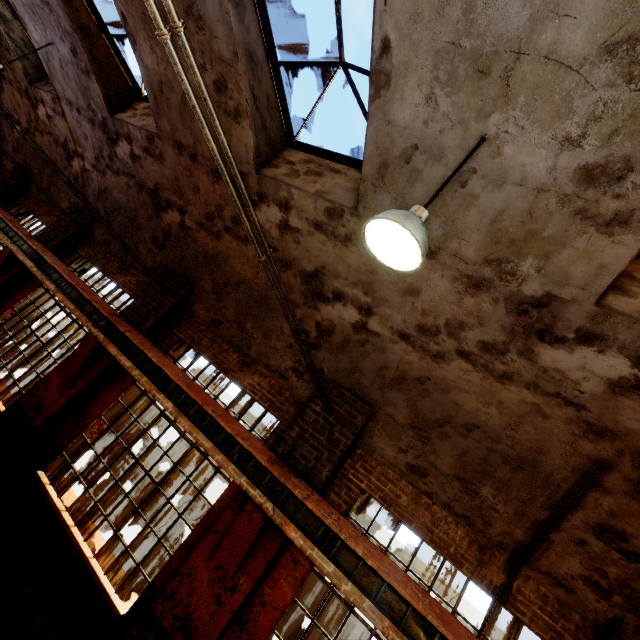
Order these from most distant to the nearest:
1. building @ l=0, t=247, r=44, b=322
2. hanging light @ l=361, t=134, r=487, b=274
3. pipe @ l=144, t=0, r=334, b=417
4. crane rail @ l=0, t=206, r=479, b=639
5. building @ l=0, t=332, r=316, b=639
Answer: building @ l=0, t=247, r=44, b=322, building @ l=0, t=332, r=316, b=639, crane rail @ l=0, t=206, r=479, b=639, hanging light @ l=361, t=134, r=487, b=274, pipe @ l=144, t=0, r=334, b=417

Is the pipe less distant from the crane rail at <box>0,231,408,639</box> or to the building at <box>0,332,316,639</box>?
the building at <box>0,332,316,639</box>

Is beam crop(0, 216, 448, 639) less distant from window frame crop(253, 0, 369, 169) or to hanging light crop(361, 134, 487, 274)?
hanging light crop(361, 134, 487, 274)

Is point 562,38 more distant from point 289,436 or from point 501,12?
point 289,436

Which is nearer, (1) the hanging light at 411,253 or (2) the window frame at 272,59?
(1) the hanging light at 411,253

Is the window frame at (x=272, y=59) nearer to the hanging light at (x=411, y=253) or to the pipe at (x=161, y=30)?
the hanging light at (x=411, y=253)

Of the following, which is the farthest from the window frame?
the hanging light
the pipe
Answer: the pipe

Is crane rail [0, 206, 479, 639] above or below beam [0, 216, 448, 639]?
above
